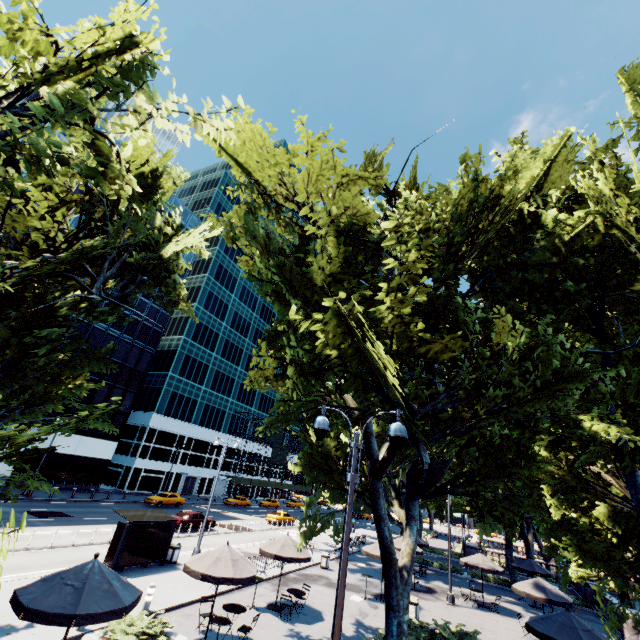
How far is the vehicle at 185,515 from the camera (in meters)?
27.91

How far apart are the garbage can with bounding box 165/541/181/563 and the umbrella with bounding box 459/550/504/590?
19.16m

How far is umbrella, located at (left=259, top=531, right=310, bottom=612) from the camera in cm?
1545

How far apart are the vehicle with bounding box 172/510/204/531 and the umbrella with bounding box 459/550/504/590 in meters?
21.8

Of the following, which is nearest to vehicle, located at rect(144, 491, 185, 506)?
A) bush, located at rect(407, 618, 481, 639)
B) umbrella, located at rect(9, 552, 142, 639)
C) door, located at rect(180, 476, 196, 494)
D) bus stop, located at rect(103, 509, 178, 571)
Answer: door, located at rect(180, 476, 196, 494)

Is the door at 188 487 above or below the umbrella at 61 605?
below

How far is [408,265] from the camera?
6.59m

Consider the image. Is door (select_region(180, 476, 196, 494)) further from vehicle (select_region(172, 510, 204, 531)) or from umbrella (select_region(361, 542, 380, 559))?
umbrella (select_region(361, 542, 380, 559))
